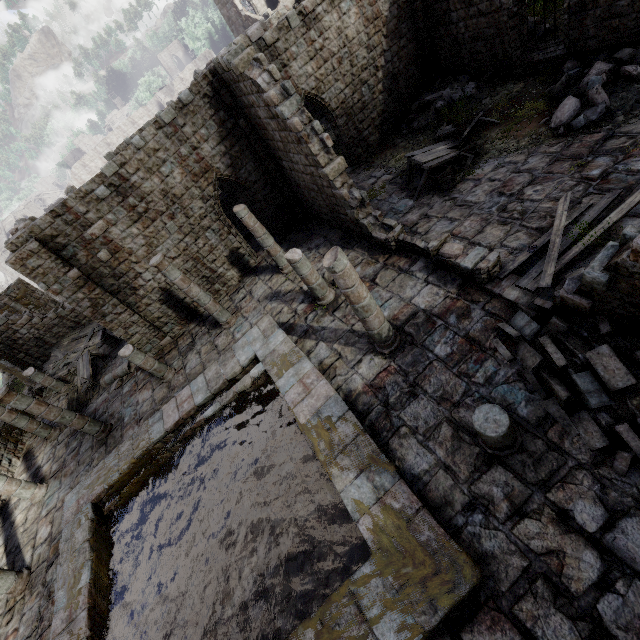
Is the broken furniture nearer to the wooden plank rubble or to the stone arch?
the wooden plank rubble

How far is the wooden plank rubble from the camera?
20.3 meters

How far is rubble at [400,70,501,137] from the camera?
13.9 meters

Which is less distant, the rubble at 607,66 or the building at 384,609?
the building at 384,609

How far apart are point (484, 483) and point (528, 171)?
9.5m

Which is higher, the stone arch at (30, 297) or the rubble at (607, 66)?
the stone arch at (30, 297)

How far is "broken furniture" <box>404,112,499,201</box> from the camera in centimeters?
1169cm

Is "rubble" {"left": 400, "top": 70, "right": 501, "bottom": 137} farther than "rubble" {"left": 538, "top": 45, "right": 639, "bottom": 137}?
Yes
